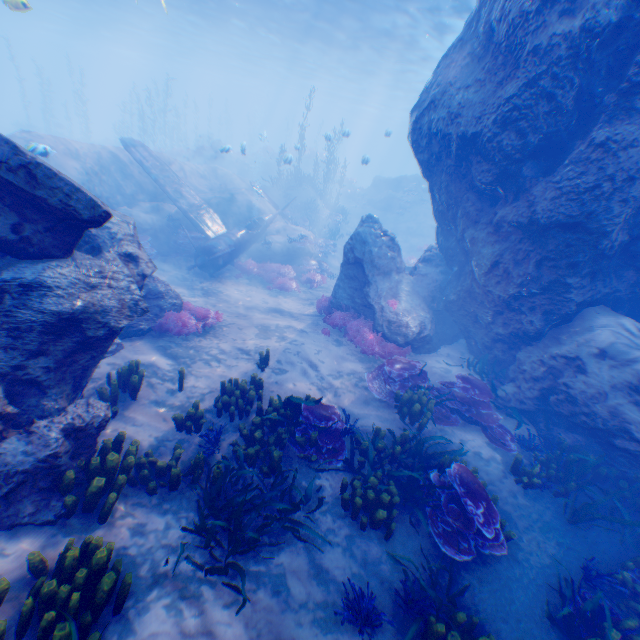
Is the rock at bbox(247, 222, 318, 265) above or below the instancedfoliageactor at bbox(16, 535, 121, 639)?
below

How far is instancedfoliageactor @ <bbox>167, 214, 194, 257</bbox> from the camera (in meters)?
15.08

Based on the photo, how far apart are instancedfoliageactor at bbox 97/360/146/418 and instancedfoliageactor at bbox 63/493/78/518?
1.40m

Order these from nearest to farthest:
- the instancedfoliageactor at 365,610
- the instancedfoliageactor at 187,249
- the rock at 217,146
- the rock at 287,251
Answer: the instancedfoliageactor at 365,610 < the instancedfoliageactor at 187,249 < the rock at 287,251 < the rock at 217,146

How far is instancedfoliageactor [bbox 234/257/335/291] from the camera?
15.13m

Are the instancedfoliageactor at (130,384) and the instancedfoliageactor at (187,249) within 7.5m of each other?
no

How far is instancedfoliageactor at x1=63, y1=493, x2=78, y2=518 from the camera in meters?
4.3

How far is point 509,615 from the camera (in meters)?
4.75
